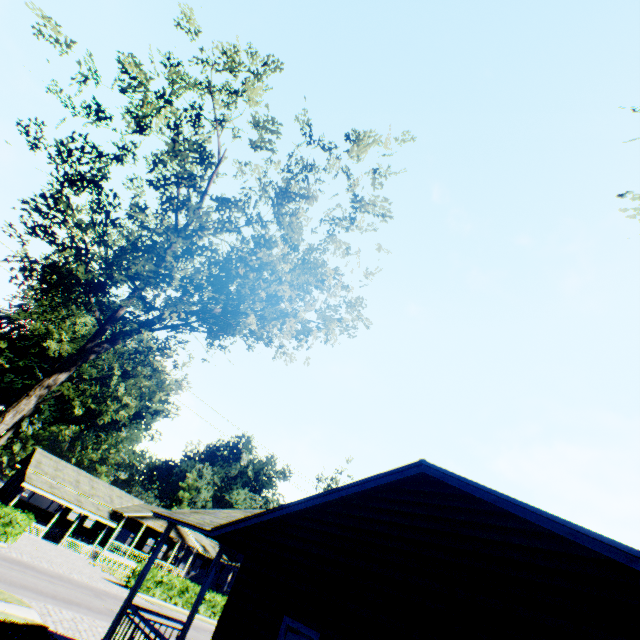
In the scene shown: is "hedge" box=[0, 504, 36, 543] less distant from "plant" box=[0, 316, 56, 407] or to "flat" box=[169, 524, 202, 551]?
"flat" box=[169, 524, 202, 551]

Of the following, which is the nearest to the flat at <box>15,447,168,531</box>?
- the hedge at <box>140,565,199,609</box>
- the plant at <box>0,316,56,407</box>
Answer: the plant at <box>0,316,56,407</box>

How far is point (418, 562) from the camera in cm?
591

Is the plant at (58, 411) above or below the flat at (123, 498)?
above

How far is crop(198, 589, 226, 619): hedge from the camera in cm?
3022

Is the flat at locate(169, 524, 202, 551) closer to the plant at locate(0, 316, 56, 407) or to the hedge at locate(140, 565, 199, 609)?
the plant at locate(0, 316, 56, 407)

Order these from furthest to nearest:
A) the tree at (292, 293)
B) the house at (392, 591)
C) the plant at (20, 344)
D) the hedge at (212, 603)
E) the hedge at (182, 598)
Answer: the plant at (20, 344) < the hedge at (212, 603) < the hedge at (182, 598) < the tree at (292, 293) < the house at (392, 591)

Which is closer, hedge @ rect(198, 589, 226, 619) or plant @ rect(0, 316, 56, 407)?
hedge @ rect(198, 589, 226, 619)
